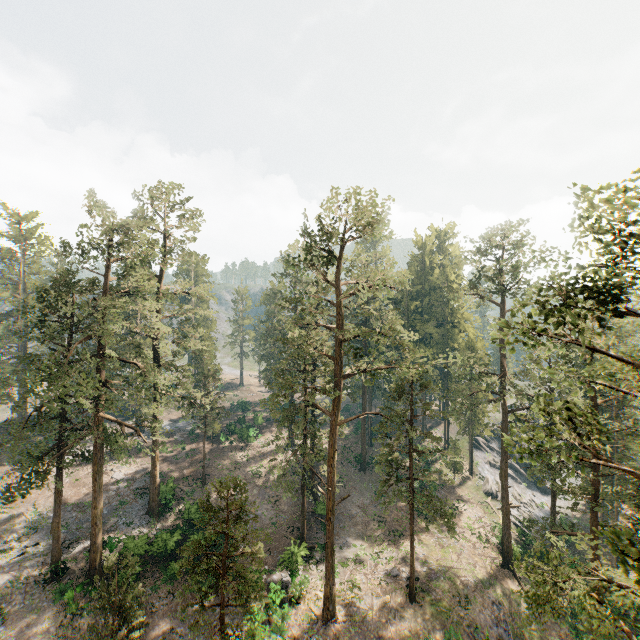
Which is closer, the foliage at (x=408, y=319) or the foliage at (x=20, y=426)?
the foliage at (x=408, y=319)

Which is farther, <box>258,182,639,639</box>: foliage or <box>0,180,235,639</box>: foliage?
<box>0,180,235,639</box>: foliage

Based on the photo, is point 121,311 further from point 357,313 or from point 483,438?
point 483,438
